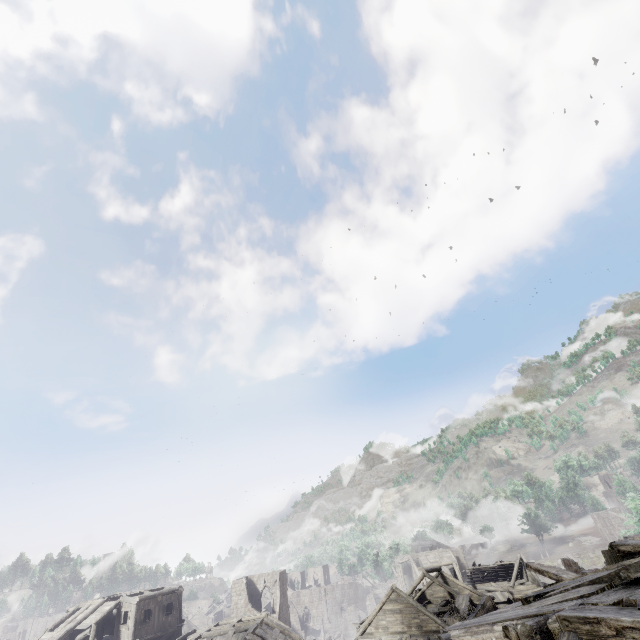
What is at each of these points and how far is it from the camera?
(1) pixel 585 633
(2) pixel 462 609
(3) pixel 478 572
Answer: (1) building, 3.2m
(2) broken furniture, 30.0m
(3) wooden plank rubble, 46.0m

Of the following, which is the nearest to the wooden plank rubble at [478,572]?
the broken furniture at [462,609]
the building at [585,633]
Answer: the building at [585,633]

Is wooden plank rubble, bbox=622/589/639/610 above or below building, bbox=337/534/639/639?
above

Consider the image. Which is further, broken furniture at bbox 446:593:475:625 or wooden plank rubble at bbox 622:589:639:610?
broken furniture at bbox 446:593:475:625

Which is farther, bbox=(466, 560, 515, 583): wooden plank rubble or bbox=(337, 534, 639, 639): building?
bbox=(466, 560, 515, 583): wooden plank rubble

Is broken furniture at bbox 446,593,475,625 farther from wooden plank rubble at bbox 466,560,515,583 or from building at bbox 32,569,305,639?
wooden plank rubble at bbox 466,560,515,583

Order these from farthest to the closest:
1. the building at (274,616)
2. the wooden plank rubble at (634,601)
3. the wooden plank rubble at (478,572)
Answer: the wooden plank rubble at (478,572), the building at (274,616), the wooden plank rubble at (634,601)
